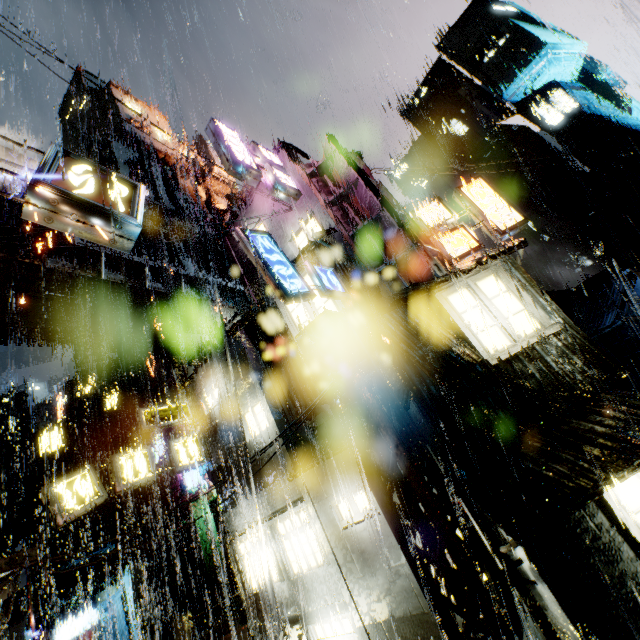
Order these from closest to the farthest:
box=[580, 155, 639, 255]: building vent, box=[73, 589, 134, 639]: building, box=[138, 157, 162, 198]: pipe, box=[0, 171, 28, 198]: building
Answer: box=[0, 171, 28, 198]: building, box=[73, 589, 134, 639]: building, box=[580, 155, 639, 255]: building vent, box=[138, 157, 162, 198]: pipe

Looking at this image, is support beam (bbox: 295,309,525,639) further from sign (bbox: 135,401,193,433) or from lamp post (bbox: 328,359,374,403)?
sign (bbox: 135,401,193,433)

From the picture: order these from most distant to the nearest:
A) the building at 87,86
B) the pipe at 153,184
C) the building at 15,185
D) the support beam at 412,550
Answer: the building at 87,86, the pipe at 153,184, the building at 15,185, the support beam at 412,550

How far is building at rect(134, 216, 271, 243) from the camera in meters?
17.1 m

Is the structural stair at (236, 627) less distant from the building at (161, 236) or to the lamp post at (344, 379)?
the building at (161, 236)

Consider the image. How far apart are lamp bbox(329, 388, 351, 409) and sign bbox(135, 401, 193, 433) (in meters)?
10.19

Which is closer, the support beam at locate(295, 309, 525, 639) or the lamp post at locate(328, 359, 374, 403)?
the support beam at locate(295, 309, 525, 639)

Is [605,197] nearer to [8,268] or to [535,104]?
[535,104]
